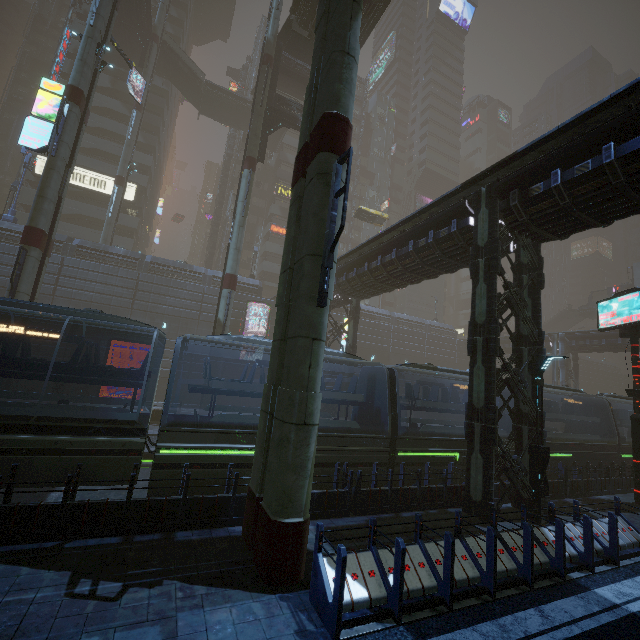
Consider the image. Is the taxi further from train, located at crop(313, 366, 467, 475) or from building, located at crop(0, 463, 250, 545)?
building, located at crop(0, 463, 250, 545)

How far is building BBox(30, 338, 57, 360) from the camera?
26.7m

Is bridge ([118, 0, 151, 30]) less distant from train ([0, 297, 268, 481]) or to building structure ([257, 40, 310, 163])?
building structure ([257, 40, 310, 163])

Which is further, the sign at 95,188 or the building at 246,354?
the sign at 95,188

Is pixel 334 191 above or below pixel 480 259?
below

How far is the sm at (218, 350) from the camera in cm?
→ 2072

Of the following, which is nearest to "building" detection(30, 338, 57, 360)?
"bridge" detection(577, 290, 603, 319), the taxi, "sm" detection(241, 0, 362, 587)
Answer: "sm" detection(241, 0, 362, 587)

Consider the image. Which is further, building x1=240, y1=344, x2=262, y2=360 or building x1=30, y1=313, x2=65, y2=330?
building x1=240, y1=344, x2=262, y2=360
